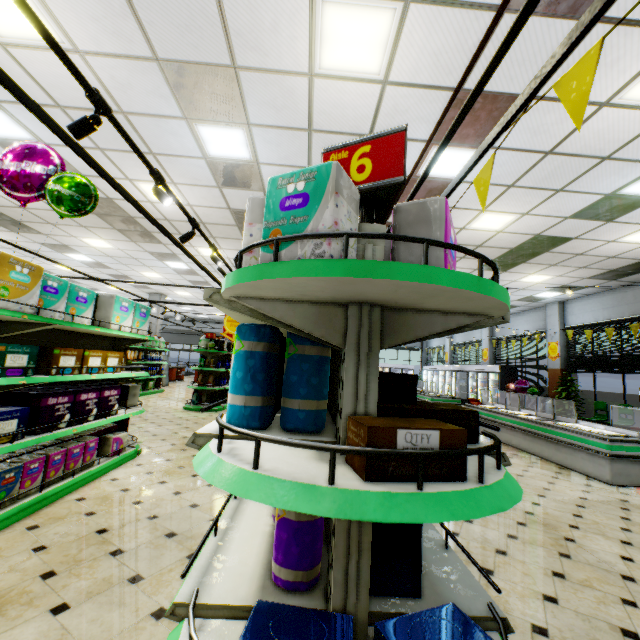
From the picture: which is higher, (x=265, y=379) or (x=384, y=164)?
(x=384, y=164)

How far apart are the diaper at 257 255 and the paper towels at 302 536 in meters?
0.9

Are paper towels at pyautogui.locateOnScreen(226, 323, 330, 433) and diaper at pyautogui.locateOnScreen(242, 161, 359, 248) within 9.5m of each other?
yes

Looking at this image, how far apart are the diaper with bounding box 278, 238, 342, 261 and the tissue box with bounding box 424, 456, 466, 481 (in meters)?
0.51

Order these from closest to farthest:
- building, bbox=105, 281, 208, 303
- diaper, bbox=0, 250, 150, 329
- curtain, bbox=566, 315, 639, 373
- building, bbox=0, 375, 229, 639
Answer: building, bbox=0, 375, 229, 639 → diaper, bbox=0, 250, 150, 329 → curtain, bbox=566, 315, 639, 373 → building, bbox=105, 281, 208, 303

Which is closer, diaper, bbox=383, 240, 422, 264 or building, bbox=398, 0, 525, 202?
diaper, bbox=383, 240, 422, 264

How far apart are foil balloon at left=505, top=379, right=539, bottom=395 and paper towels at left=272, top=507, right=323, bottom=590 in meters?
15.2

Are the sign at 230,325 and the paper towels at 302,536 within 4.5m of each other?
no
